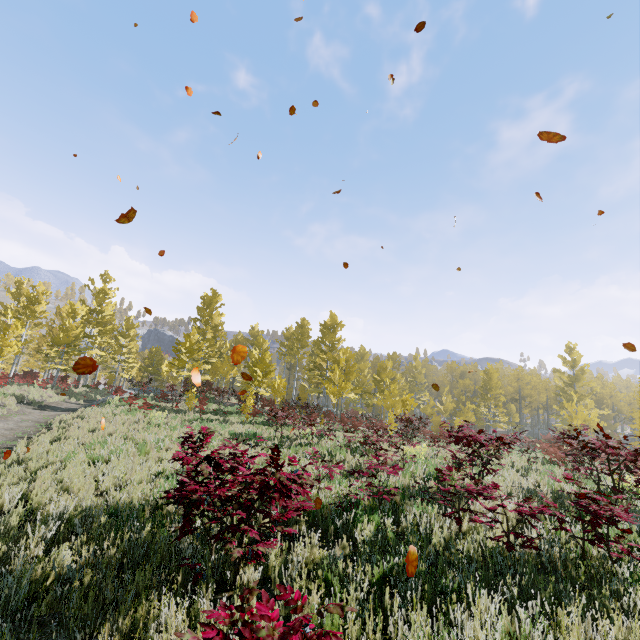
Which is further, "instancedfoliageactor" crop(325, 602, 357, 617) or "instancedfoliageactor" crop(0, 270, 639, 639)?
"instancedfoliageactor" crop(0, 270, 639, 639)

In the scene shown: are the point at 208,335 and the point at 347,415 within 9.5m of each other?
no

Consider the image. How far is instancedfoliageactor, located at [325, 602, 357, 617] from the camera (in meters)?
1.80

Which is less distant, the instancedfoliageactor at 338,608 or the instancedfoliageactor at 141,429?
the instancedfoliageactor at 338,608

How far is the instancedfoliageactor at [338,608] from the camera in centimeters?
180cm
